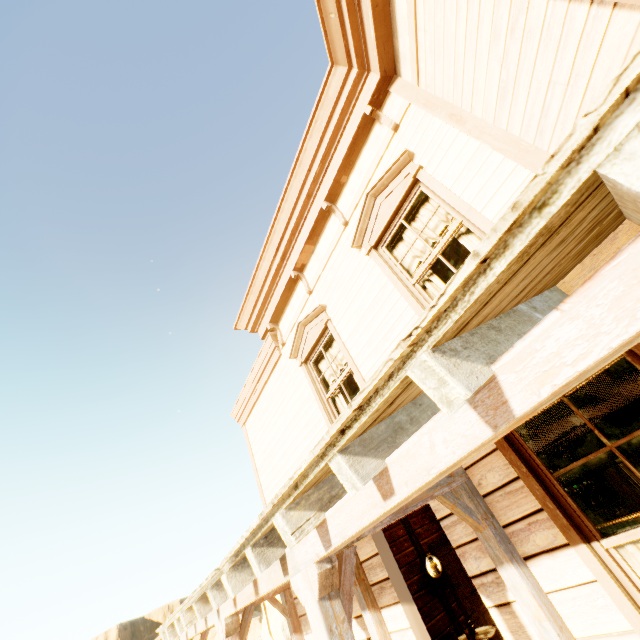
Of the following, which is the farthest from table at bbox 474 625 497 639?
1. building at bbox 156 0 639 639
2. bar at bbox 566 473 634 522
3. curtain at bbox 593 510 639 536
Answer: curtain at bbox 593 510 639 536

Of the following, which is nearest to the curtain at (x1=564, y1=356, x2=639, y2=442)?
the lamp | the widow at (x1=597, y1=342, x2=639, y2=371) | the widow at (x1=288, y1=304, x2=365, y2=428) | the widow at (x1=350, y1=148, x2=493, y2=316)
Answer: the widow at (x1=597, y1=342, x2=639, y2=371)

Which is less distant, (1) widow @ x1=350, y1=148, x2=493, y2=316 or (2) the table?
(1) widow @ x1=350, y1=148, x2=493, y2=316

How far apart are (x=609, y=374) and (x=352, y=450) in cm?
238

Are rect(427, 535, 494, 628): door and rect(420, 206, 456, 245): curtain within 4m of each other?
no

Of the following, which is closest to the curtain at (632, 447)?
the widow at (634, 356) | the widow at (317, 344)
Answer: the widow at (634, 356)

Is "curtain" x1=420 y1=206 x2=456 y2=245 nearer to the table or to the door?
the table

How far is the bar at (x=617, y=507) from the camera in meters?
7.1
